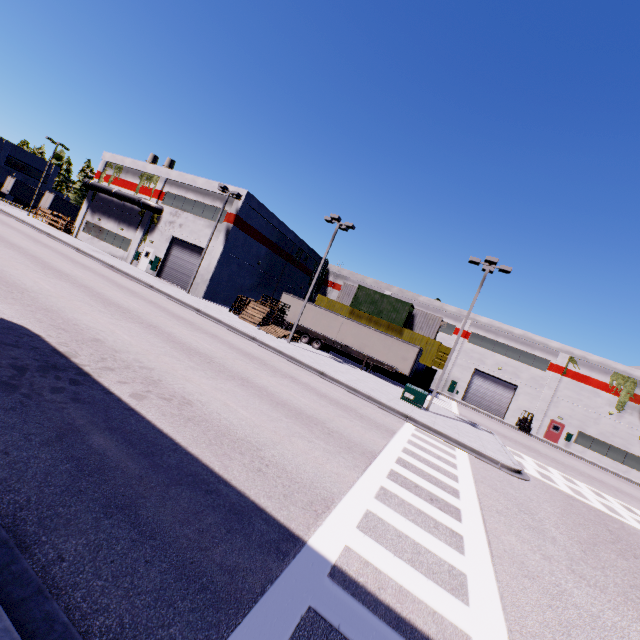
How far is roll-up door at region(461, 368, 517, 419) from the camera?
39.0m

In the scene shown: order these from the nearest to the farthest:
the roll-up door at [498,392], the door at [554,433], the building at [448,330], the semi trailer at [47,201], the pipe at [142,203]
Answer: the pipe at [142,203], the door at [554,433], the roll-up door at [498,392], the building at [448,330], the semi trailer at [47,201]

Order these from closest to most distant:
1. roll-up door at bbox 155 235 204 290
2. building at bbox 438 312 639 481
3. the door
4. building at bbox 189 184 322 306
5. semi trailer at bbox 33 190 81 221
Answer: building at bbox 189 184 322 306 < roll-up door at bbox 155 235 204 290 < building at bbox 438 312 639 481 < the door < semi trailer at bbox 33 190 81 221

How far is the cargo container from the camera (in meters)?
32.62

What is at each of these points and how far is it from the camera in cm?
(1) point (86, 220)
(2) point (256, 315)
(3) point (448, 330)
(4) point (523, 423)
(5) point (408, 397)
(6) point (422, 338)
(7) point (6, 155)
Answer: (1) building, 3862
(2) pallet, 2625
(3) building, 4241
(4) forklift, 3553
(5) electrical box, 1973
(6) cargo container, 3309
(7) building, 5959

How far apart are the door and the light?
26.31m

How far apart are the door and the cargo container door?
15.2 meters

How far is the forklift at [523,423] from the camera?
35.25m
